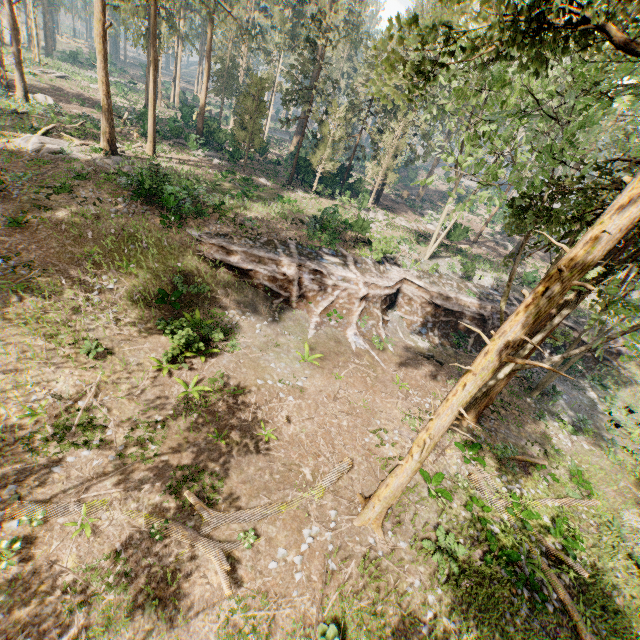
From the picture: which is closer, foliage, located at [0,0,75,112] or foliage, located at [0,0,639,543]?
foliage, located at [0,0,639,543]

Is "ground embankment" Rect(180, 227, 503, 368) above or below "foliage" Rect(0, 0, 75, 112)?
below

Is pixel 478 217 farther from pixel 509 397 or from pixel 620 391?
pixel 509 397

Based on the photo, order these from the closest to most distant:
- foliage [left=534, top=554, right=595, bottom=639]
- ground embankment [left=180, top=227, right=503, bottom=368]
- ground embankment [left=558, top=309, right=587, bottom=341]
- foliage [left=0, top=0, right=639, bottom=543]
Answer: foliage [left=0, top=0, right=639, bottom=543] → foliage [left=534, top=554, right=595, bottom=639] → ground embankment [left=180, top=227, right=503, bottom=368] → ground embankment [left=558, top=309, right=587, bottom=341]

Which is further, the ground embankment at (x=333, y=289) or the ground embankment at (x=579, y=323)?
the ground embankment at (x=579, y=323)

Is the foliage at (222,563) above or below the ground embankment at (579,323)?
below

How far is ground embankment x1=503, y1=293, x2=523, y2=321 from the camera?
27.4 meters
